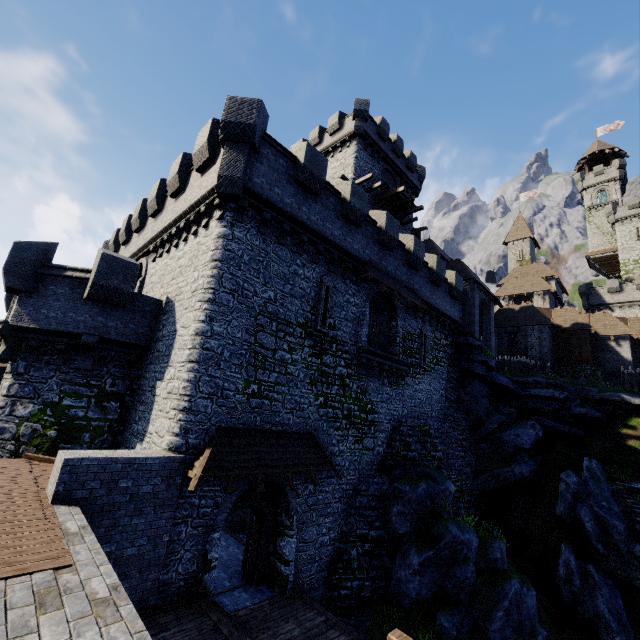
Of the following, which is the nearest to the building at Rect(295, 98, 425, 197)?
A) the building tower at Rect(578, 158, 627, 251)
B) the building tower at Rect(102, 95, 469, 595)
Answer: the building tower at Rect(102, 95, 469, 595)

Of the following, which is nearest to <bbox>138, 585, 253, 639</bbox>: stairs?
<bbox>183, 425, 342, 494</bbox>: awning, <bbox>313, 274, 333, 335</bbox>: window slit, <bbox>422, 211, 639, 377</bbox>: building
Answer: <bbox>183, 425, 342, 494</bbox>: awning

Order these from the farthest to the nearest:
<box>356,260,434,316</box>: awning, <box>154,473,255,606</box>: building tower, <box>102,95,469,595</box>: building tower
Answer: <box>356,260,434,316</box>: awning, <box>102,95,469,595</box>: building tower, <box>154,473,255,606</box>: building tower

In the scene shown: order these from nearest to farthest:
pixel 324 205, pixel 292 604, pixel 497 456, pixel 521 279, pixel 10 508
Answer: pixel 10 508 < pixel 292 604 < pixel 324 205 < pixel 497 456 < pixel 521 279

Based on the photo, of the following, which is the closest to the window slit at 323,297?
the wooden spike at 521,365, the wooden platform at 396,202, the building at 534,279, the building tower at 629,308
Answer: the wooden platform at 396,202

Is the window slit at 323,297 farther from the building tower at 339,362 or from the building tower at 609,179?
the building tower at 609,179

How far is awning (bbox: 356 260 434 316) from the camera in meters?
15.9 m

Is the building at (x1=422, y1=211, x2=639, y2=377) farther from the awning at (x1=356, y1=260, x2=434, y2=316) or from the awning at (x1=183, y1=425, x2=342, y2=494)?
the awning at (x1=183, y1=425, x2=342, y2=494)
